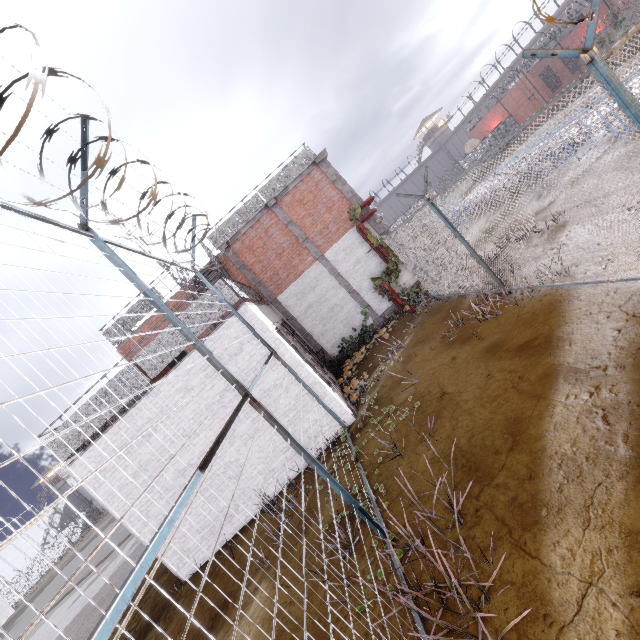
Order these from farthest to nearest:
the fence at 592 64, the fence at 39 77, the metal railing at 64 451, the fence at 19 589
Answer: the metal railing at 64 451 < the fence at 592 64 < the fence at 39 77 < the fence at 19 589

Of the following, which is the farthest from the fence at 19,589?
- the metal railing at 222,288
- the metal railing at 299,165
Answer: the metal railing at 299,165

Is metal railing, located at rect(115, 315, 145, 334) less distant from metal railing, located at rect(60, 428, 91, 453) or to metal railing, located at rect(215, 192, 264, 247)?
metal railing, located at rect(215, 192, 264, 247)

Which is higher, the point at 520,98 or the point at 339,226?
the point at 339,226

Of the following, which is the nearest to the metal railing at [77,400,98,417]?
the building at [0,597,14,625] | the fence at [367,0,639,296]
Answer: the fence at [367,0,639,296]

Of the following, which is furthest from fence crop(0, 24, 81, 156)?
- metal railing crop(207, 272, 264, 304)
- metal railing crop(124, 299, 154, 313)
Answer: metal railing crop(124, 299, 154, 313)

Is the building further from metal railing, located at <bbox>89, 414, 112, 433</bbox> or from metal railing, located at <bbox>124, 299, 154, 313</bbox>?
metal railing, located at <bbox>89, 414, 112, 433</bbox>

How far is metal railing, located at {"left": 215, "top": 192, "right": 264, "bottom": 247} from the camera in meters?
13.9
